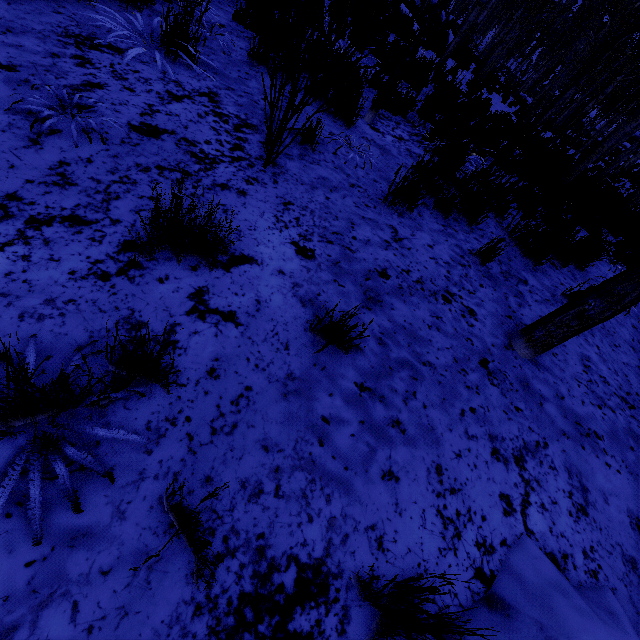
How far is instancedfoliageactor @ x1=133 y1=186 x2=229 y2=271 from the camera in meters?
1.6 m

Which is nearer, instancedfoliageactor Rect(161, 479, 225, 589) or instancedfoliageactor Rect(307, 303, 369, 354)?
instancedfoliageactor Rect(161, 479, 225, 589)

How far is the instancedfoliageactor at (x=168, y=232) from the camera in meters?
1.6

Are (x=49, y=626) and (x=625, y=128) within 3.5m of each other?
no

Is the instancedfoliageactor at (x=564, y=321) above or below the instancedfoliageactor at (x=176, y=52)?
above

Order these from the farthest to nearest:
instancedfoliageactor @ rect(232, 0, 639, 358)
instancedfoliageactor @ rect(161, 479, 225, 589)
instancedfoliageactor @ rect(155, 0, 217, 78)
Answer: instancedfoliageactor @ rect(155, 0, 217, 78), instancedfoliageactor @ rect(232, 0, 639, 358), instancedfoliageactor @ rect(161, 479, 225, 589)
